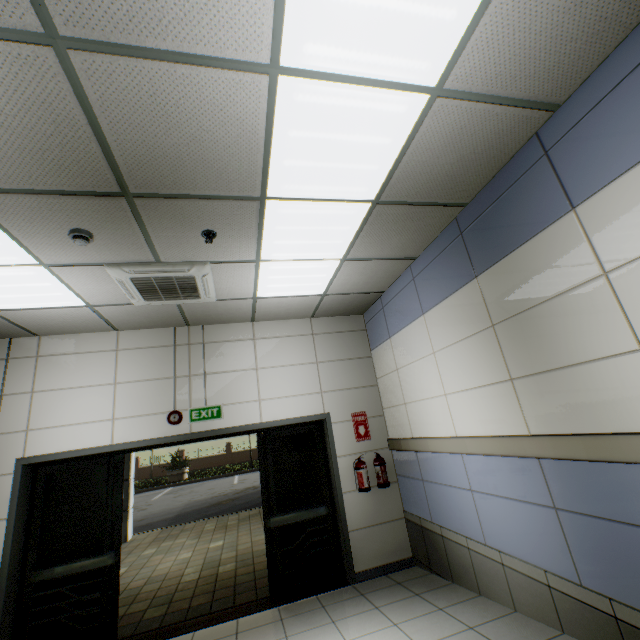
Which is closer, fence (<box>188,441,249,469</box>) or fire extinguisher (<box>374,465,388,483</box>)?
fire extinguisher (<box>374,465,388,483</box>)

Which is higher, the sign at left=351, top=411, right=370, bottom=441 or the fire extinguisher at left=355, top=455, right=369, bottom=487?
the sign at left=351, top=411, right=370, bottom=441

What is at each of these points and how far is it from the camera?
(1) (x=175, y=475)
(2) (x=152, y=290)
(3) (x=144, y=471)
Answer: (1) flower bed, 22.08m
(2) air conditioning vent, 3.70m
(3) fence, 30.48m

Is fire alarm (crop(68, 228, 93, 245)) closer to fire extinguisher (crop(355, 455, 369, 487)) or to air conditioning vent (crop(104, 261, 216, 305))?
air conditioning vent (crop(104, 261, 216, 305))

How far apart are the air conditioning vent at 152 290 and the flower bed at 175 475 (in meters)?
22.28

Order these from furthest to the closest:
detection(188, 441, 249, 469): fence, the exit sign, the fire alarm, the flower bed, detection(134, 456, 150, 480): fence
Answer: detection(188, 441, 249, 469): fence < detection(134, 456, 150, 480): fence < the flower bed < the exit sign < the fire alarm

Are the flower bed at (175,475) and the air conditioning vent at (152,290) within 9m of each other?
no

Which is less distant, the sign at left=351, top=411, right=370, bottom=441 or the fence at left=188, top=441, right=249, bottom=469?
the sign at left=351, top=411, right=370, bottom=441
